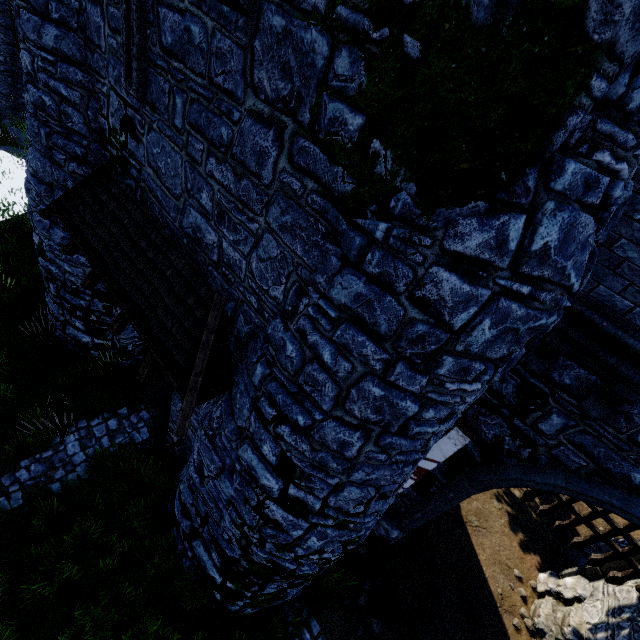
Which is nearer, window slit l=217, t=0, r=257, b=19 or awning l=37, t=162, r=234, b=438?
window slit l=217, t=0, r=257, b=19

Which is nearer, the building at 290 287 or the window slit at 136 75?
the building at 290 287

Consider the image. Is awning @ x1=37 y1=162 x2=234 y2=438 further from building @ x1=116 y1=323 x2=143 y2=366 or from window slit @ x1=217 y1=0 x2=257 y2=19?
window slit @ x1=217 y1=0 x2=257 y2=19

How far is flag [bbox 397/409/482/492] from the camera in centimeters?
565cm

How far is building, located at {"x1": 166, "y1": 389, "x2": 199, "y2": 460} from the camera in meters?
7.7

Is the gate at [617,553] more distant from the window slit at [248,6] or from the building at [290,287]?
the window slit at [248,6]

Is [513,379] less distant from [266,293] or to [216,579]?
[266,293]

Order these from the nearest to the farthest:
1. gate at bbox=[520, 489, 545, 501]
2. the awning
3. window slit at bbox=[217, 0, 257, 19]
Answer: window slit at bbox=[217, 0, 257, 19], the awning, gate at bbox=[520, 489, 545, 501]
